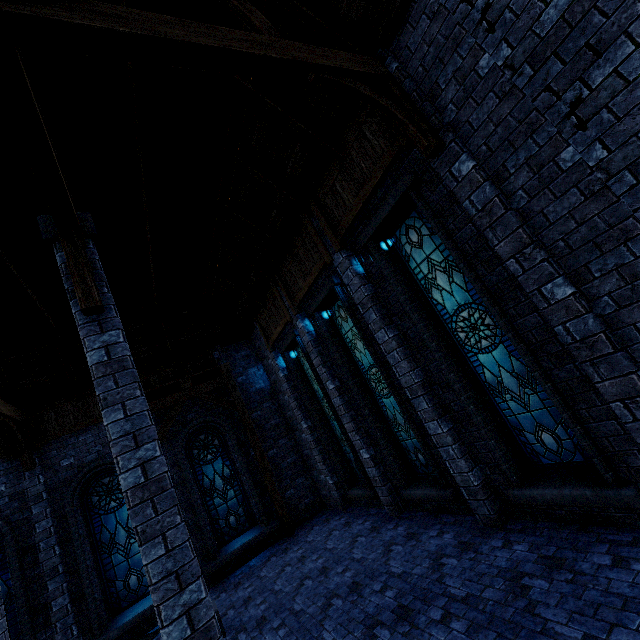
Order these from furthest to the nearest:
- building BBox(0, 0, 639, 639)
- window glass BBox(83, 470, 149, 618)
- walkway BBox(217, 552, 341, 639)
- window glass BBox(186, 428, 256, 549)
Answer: window glass BBox(186, 428, 256, 549) < window glass BBox(83, 470, 149, 618) < walkway BBox(217, 552, 341, 639) < building BBox(0, 0, 639, 639)

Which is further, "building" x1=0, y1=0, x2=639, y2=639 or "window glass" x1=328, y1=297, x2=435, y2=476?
"window glass" x1=328, y1=297, x2=435, y2=476

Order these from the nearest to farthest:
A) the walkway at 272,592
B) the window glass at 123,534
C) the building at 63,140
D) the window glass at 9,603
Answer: the building at 63,140, the walkway at 272,592, the window glass at 9,603, the window glass at 123,534

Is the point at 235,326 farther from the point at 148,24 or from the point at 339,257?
the point at 148,24

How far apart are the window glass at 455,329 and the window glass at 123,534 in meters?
10.5 m

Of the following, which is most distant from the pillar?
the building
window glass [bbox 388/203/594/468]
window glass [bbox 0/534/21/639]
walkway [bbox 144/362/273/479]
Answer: window glass [bbox 0/534/21/639]

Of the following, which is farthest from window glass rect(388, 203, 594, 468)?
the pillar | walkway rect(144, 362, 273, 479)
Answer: walkway rect(144, 362, 273, 479)

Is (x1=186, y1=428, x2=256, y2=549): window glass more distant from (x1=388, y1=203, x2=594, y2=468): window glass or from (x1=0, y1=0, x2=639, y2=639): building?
(x1=388, y1=203, x2=594, y2=468): window glass
